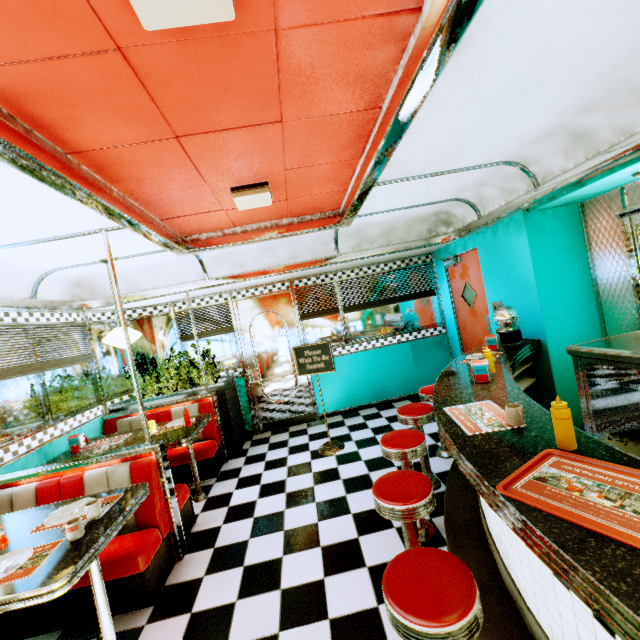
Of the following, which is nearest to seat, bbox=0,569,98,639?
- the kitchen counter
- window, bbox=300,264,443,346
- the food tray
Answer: the food tray

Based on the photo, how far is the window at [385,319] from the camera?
6.1m

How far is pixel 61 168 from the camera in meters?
1.8 m

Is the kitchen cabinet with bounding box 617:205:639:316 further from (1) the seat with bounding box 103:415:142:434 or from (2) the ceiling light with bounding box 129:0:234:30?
(1) the seat with bounding box 103:415:142:434

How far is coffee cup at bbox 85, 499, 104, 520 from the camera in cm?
214

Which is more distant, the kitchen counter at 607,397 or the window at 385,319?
the window at 385,319

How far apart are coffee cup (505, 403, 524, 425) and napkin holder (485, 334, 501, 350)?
2.1m

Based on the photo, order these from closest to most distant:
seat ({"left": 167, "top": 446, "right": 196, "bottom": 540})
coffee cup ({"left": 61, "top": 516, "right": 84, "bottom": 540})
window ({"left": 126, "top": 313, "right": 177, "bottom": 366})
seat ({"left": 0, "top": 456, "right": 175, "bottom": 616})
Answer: coffee cup ({"left": 61, "top": 516, "right": 84, "bottom": 540})
seat ({"left": 0, "top": 456, "right": 175, "bottom": 616})
seat ({"left": 167, "top": 446, "right": 196, "bottom": 540})
window ({"left": 126, "top": 313, "right": 177, "bottom": 366})
